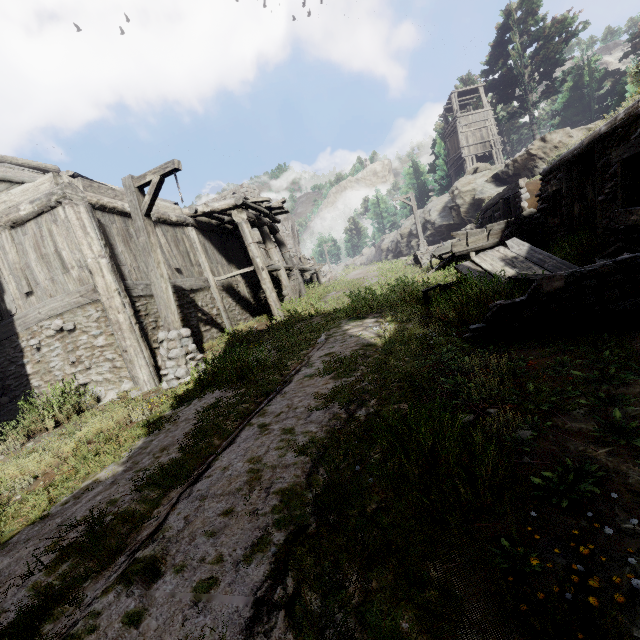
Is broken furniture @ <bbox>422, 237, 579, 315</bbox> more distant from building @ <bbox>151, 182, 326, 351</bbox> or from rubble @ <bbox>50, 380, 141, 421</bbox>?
rubble @ <bbox>50, 380, 141, 421</bbox>

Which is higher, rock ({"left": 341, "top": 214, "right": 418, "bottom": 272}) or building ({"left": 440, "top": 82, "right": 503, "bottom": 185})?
building ({"left": 440, "top": 82, "right": 503, "bottom": 185})

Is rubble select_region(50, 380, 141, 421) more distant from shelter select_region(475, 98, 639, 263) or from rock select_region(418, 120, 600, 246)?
rock select_region(418, 120, 600, 246)

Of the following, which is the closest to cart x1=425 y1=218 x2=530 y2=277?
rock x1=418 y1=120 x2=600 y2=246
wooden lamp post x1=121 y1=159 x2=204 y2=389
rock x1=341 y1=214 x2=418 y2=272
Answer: wooden lamp post x1=121 y1=159 x2=204 y2=389

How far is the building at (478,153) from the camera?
29.4m

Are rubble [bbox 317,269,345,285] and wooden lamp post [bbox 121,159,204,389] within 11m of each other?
no

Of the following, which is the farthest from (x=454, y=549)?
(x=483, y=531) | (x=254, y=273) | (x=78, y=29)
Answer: (x=78, y=29)

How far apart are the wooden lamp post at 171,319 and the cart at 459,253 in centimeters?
893cm
